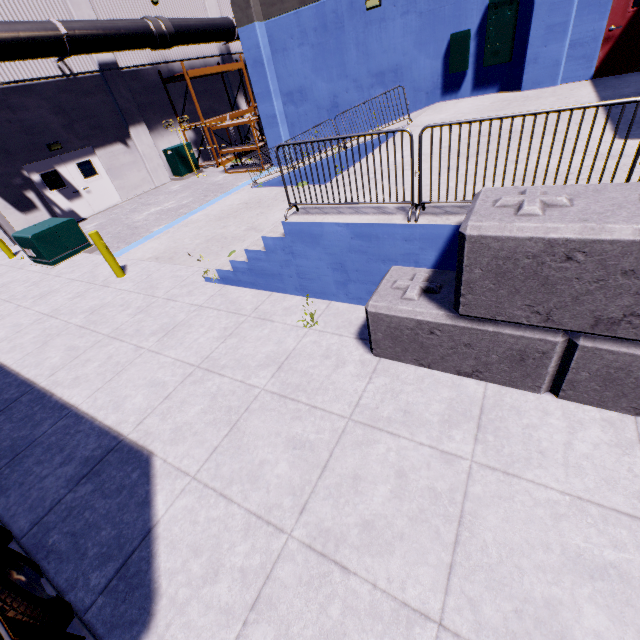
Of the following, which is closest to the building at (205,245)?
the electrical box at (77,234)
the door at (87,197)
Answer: the door at (87,197)

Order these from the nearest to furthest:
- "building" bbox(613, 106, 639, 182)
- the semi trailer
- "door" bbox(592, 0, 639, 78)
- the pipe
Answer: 1. the semi trailer
2. "building" bbox(613, 106, 639, 182)
3. "door" bbox(592, 0, 639, 78)
4. the pipe

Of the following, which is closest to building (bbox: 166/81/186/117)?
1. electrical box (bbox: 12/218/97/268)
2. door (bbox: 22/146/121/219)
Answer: door (bbox: 22/146/121/219)

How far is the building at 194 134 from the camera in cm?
1854

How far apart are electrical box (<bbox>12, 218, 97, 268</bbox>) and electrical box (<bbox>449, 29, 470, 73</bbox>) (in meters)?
12.87

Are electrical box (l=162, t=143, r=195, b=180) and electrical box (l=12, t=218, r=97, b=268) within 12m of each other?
yes

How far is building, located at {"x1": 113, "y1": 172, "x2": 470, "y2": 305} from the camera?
4.1m

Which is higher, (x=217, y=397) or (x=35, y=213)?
(x=35, y=213)
